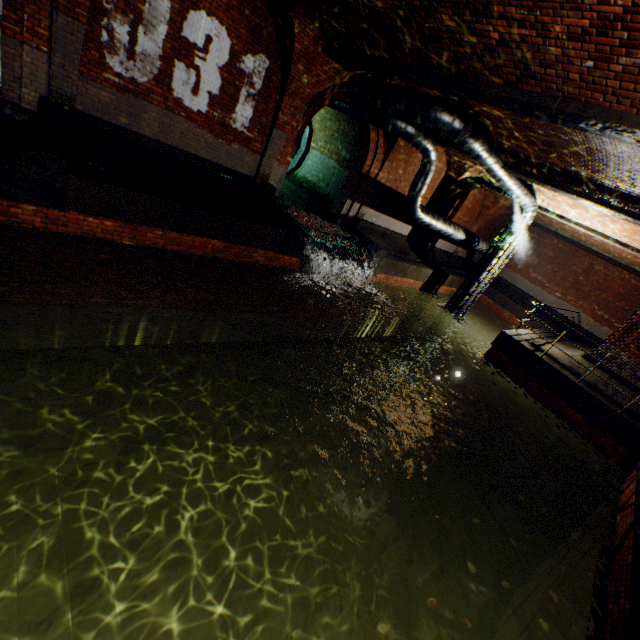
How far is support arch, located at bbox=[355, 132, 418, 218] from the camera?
12.0 meters

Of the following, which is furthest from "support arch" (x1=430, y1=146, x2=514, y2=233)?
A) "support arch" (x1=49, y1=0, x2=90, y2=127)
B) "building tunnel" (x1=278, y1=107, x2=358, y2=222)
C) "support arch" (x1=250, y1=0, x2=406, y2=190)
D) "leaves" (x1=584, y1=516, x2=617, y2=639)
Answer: "leaves" (x1=584, y1=516, x2=617, y2=639)

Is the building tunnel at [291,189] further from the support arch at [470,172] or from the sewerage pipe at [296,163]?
the support arch at [470,172]

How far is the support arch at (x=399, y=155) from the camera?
11.98m

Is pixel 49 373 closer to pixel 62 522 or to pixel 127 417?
pixel 127 417

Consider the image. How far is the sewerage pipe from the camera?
15.4m

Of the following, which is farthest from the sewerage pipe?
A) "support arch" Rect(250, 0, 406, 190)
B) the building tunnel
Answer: "support arch" Rect(250, 0, 406, 190)

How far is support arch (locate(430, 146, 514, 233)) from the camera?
14.1m
